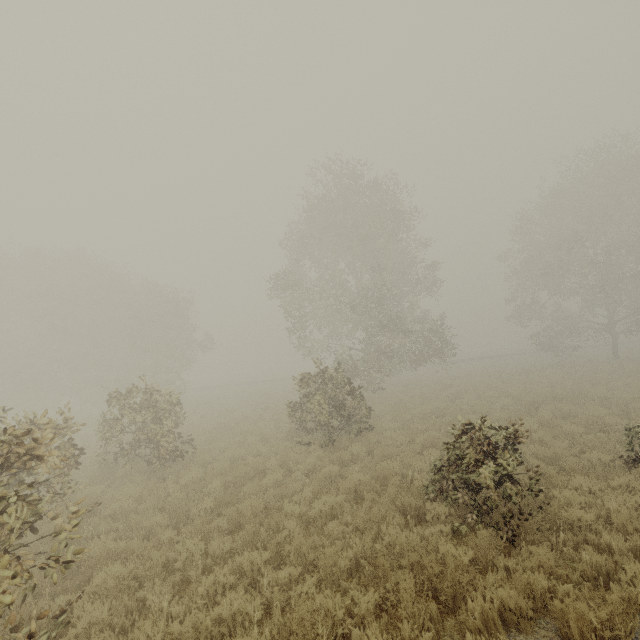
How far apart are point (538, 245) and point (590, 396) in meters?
19.2
